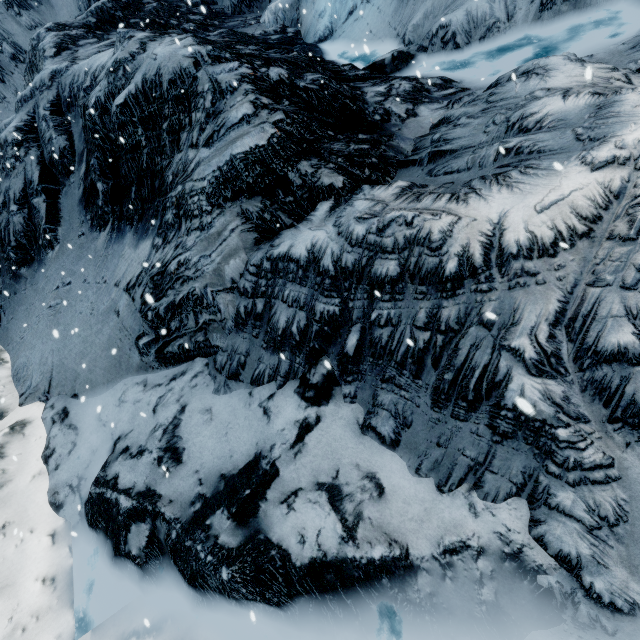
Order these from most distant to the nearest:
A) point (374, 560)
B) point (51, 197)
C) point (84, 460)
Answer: point (51, 197) < point (84, 460) < point (374, 560)
